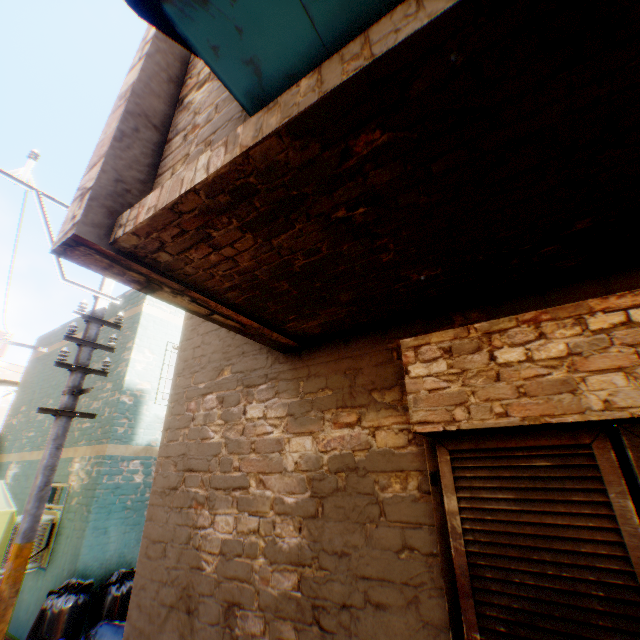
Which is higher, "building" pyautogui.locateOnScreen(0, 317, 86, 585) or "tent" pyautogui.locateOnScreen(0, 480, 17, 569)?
"building" pyautogui.locateOnScreen(0, 317, 86, 585)

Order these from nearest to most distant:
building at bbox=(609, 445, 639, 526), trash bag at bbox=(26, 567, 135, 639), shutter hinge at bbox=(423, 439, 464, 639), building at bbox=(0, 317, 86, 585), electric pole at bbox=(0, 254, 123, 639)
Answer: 1. shutter hinge at bbox=(423, 439, 464, 639)
2. electric pole at bbox=(0, 254, 123, 639)
3. trash bag at bbox=(26, 567, 135, 639)
4. building at bbox=(609, 445, 639, 526)
5. building at bbox=(0, 317, 86, 585)

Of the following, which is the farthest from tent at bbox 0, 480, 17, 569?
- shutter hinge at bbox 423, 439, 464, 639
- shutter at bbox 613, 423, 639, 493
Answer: shutter hinge at bbox 423, 439, 464, 639

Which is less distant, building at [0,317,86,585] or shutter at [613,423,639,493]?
shutter at [613,423,639,493]

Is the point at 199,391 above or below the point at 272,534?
above

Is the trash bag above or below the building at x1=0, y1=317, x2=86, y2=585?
below

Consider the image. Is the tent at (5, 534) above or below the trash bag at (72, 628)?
above

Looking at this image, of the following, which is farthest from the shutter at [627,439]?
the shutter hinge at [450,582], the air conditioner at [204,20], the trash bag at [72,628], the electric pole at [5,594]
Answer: the electric pole at [5,594]
